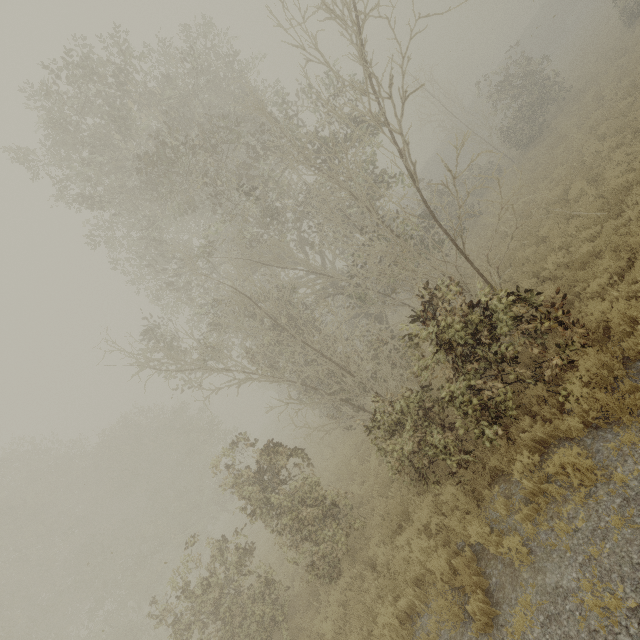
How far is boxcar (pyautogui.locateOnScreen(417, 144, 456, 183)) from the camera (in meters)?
40.84

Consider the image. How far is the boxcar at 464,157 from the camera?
41.06m

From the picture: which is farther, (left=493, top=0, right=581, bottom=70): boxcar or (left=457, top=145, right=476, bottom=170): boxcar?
(left=493, top=0, right=581, bottom=70): boxcar

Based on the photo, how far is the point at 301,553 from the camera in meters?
9.0

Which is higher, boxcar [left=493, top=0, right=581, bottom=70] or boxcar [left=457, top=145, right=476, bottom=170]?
boxcar [left=493, top=0, right=581, bottom=70]

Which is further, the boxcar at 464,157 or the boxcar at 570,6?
the boxcar at 570,6
